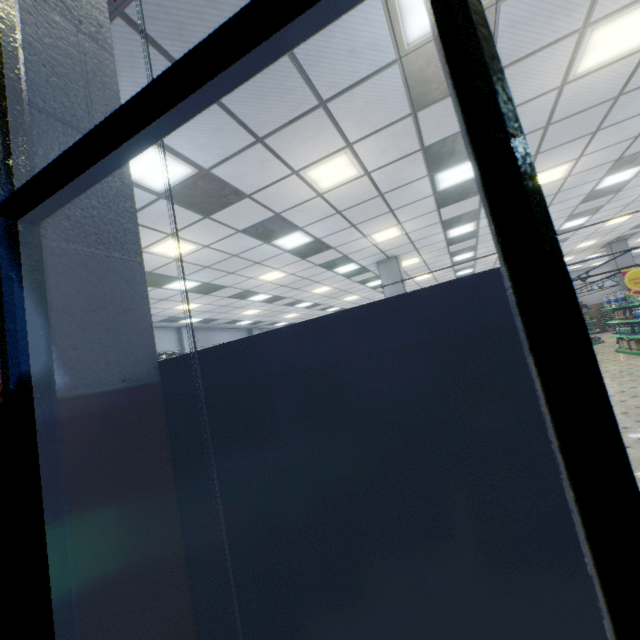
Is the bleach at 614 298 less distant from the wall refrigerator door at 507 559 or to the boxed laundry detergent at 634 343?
the boxed laundry detergent at 634 343

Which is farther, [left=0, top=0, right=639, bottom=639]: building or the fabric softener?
the fabric softener

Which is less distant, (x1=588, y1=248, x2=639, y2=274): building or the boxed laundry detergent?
the boxed laundry detergent

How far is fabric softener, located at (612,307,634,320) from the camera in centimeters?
1198cm

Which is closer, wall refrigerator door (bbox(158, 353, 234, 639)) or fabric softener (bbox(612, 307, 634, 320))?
wall refrigerator door (bbox(158, 353, 234, 639))

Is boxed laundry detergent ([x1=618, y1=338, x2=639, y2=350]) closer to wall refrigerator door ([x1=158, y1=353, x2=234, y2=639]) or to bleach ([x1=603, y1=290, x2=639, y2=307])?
bleach ([x1=603, y1=290, x2=639, y2=307])

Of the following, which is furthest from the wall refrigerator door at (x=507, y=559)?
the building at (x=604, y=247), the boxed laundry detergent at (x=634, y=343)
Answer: the boxed laundry detergent at (x=634, y=343)

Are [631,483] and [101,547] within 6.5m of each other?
yes
